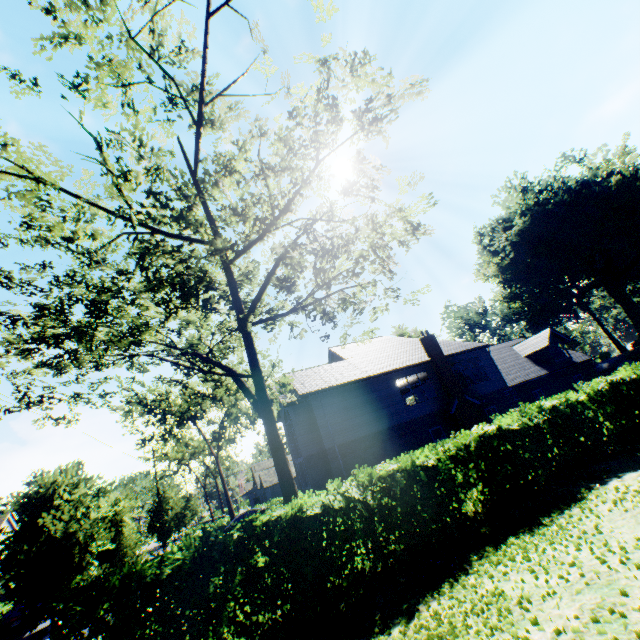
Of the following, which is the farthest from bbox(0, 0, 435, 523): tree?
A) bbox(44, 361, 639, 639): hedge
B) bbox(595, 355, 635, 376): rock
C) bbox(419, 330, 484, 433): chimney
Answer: bbox(595, 355, 635, 376): rock

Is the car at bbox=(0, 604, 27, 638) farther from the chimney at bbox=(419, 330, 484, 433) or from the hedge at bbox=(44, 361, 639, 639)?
the chimney at bbox=(419, 330, 484, 433)

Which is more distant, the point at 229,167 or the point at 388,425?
the point at 388,425

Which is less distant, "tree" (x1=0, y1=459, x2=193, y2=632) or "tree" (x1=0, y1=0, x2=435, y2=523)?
"tree" (x1=0, y1=0, x2=435, y2=523)

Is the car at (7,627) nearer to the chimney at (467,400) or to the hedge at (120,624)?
the hedge at (120,624)

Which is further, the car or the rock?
the rock

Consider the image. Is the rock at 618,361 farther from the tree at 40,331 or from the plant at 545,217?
the tree at 40,331

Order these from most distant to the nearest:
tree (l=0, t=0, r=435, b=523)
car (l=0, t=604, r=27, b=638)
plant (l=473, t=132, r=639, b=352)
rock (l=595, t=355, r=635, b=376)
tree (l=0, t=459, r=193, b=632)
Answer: plant (l=473, t=132, r=639, b=352) → rock (l=595, t=355, r=635, b=376) → car (l=0, t=604, r=27, b=638) → tree (l=0, t=459, r=193, b=632) → tree (l=0, t=0, r=435, b=523)
